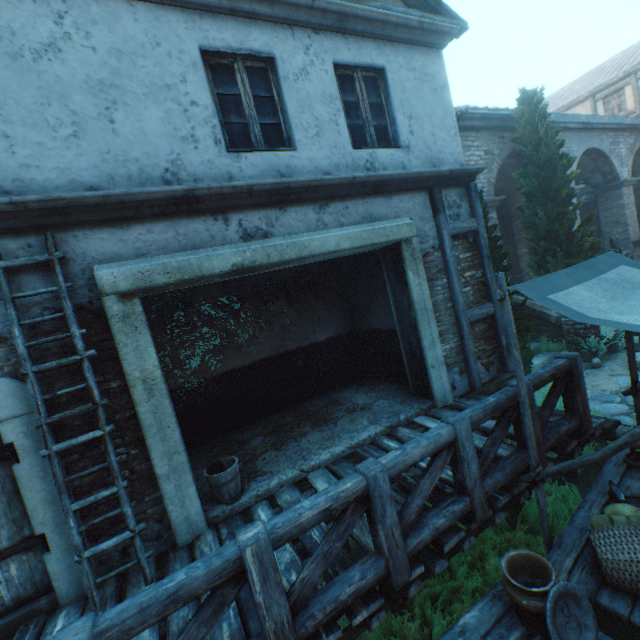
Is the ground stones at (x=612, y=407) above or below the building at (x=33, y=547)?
below

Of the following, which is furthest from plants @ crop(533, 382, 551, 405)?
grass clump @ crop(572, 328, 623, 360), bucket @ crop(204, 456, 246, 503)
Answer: bucket @ crop(204, 456, 246, 503)

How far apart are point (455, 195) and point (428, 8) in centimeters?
328cm

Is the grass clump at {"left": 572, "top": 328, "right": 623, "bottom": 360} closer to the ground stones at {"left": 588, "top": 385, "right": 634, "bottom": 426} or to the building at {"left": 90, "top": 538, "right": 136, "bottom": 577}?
the ground stones at {"left": 588, "top": 385, "right": 634, "bottom": 426}

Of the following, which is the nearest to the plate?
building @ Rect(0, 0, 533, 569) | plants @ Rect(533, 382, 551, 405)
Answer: building @ Rect(0, 0, 533, 569)

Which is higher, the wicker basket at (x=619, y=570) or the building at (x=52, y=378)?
the building at (x=52, y=378)

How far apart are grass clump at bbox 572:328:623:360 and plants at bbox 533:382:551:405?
1.5 meters

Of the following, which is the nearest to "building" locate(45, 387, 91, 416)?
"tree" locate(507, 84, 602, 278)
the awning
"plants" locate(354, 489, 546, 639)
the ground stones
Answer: "tree" locate(507, 84, 602, 278)
